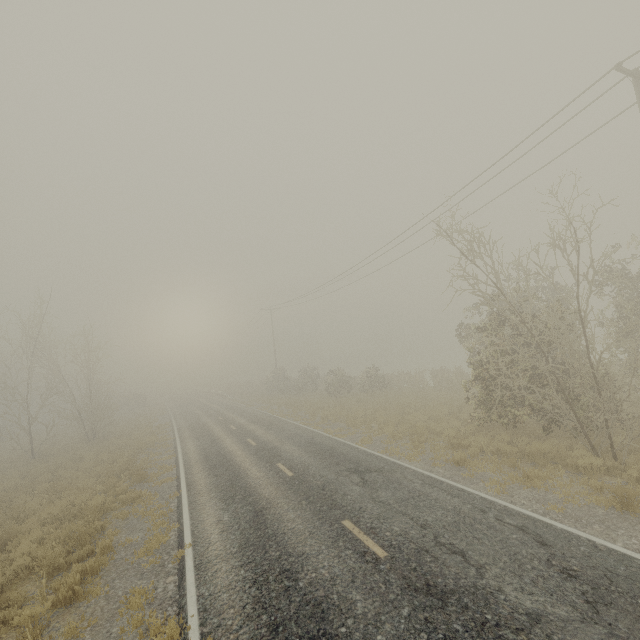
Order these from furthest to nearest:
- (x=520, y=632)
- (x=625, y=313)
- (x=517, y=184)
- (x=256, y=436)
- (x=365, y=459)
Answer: (x=256, y=436) < (x=517, y=184) < (x=365, y=459) < (x=625, y=313) < (x=520, y=632)

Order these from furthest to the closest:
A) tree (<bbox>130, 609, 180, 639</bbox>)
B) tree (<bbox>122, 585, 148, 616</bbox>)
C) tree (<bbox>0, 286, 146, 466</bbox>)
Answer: tree (<bbox>0, 286, 146, 466</bbox>) → tree (<bbox>122, 585, 148, 616</bbox>) → tree (<bbox>130, 609, 180, 639</bbox>)

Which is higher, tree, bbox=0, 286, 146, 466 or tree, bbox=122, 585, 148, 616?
tree, bbox=0, 286, 146, 466

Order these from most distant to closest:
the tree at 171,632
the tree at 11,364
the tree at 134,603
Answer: the tree at 11,364, the tree at 134,603, the tree at 171,632

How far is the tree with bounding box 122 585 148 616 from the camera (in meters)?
6.46

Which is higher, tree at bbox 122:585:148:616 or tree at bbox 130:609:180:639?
tree at bbox 130:609:180:639

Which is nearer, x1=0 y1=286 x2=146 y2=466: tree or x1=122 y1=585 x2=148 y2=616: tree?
x1=122 y1=585 x2=148 y2=616: tree

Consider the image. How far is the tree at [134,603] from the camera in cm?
646
